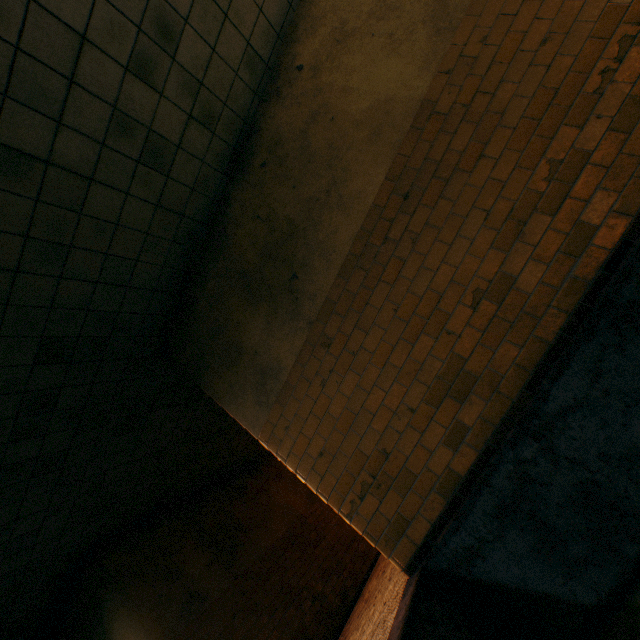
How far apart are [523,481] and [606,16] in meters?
3.5 m
